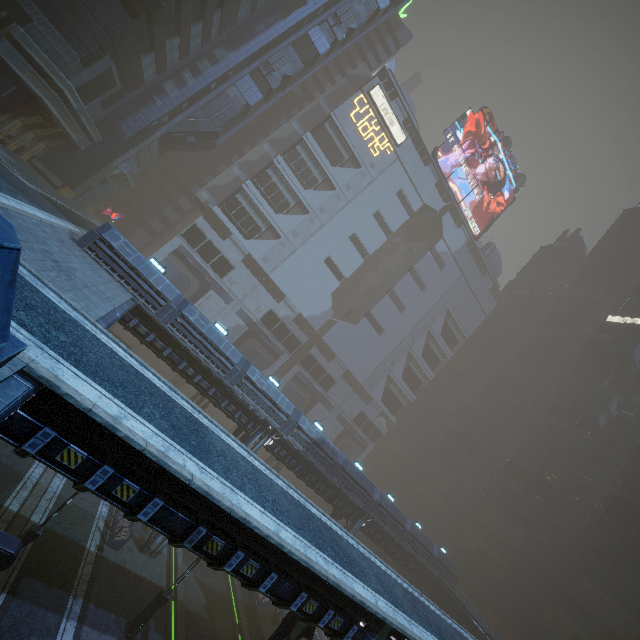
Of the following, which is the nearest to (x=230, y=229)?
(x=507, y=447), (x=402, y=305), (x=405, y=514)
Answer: (x=402, y=305)

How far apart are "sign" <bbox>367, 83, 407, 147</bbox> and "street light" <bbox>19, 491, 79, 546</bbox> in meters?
60.1

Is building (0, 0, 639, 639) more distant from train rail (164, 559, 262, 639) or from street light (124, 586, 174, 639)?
street light (124, 586, 174, 639)

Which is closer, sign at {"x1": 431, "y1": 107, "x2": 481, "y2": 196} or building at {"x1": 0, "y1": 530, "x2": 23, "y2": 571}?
building at {"x1": 0, "y1": 530, "x2": 23, "y2": 571}

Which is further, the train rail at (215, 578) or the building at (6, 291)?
the train rail at (215, 578)

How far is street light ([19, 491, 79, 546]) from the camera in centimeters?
1423cm

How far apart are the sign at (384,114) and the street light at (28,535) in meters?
60.1 m

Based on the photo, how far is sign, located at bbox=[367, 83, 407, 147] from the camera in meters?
50.6 m
